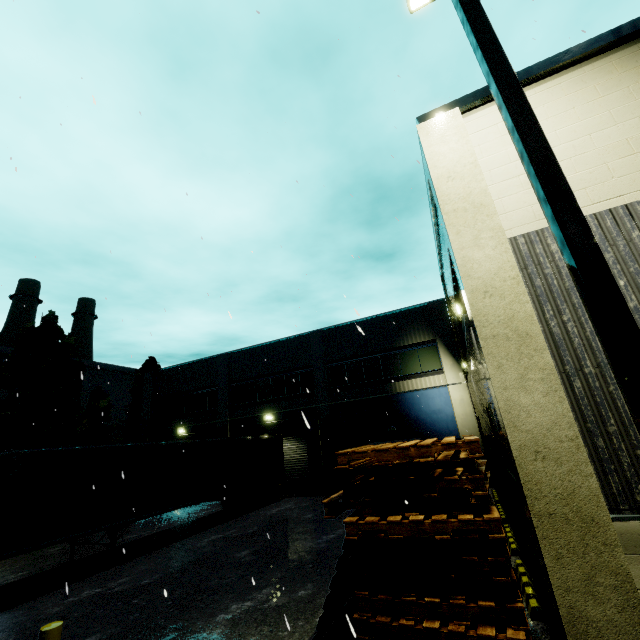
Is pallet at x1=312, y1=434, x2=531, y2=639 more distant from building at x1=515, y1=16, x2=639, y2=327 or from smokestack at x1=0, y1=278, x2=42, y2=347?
smokestack at x1=0, y1=278, x2=42, y2=347

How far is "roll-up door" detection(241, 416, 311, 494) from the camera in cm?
1997

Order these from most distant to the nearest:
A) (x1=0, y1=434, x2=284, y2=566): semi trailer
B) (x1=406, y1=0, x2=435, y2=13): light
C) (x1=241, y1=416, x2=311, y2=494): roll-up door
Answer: (x1=241, y1=416, x2=311, y2=494): roll-up door → (x1=0, y1=434, x2=284, y2=566): semi trailer → (x1=406, y1=0, x2=435, y2=13): light

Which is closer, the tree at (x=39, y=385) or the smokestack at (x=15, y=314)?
the tree at (x=39, y=385)

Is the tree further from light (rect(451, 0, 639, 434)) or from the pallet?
light (rect(451, 0, 639, 434))

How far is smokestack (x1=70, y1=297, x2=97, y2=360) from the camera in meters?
47.6 m

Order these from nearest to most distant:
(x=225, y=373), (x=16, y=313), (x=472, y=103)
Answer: (x=472, y=103) → (x=225, y=373) → (x=16, y=313)

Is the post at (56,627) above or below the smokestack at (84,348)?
below
